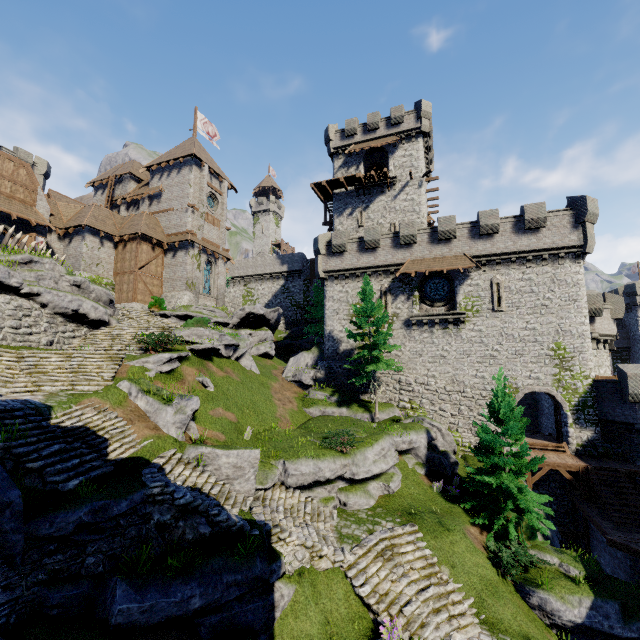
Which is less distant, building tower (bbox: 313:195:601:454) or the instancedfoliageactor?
the instancedfoliageactor

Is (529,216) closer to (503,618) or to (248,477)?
(503,618)

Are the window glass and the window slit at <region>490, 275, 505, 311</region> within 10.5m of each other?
yes

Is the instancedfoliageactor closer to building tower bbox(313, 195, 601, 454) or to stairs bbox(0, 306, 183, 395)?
stairs bbox(0, 306, 183, 395)

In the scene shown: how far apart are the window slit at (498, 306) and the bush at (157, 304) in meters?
27.2 m

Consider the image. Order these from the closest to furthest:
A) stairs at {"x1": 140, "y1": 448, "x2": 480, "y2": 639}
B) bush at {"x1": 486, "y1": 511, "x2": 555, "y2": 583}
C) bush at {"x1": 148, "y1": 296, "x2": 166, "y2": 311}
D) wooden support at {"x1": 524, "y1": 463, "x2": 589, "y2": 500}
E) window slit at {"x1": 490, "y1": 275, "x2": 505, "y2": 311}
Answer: stairs at {"x1": 140, "y1": 448, "x2": 480, "y2": 639}, bush at {"x1": 486, "y1": 511, "x2": 555, "y2": 583}, wooden support at {"x1": 524, "y1": 463, "x2": 589, "y2": 500}, window slit at {"x1": 490, "y1": 275, "x2": 505, "y2": 311}, bush at {"x1": 148, "y1": 296, "x2": 166, "y2": 311}

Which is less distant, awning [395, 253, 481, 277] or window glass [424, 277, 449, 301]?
awning [395, 253, 481, 277]

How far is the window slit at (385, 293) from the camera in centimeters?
2708cm
